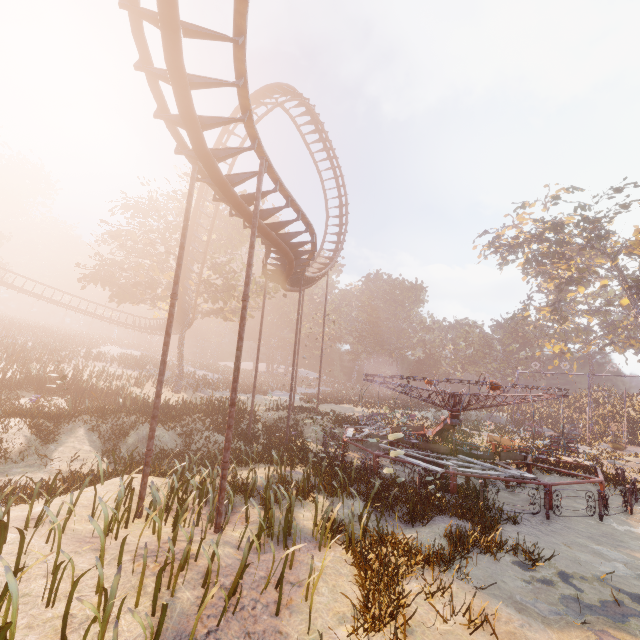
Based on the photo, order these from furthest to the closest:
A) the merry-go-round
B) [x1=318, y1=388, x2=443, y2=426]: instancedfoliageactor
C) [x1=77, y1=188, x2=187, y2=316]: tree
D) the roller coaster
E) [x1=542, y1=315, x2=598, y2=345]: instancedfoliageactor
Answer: [x1=542, y1=315, x2=598, y2=345]: instancedfoliageactor, [x1=318, y1=388, x2=443, y2=426]: instancedfoliageactor, [x1=77, y1=188, x2=187, y2=316]: tree, the merry-go-round, the roller coaster

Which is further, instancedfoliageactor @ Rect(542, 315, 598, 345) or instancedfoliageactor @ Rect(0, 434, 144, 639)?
instancedfoliageactor @ Rect(542, 315, 598, 345)

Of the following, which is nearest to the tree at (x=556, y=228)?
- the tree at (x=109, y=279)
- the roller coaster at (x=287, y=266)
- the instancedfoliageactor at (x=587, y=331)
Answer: the instancedfoliageactor at (x=587, y=331)

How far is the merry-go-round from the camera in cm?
1148

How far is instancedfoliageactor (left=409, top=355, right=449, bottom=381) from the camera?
57.72m

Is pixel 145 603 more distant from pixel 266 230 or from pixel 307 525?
pixel 266 230

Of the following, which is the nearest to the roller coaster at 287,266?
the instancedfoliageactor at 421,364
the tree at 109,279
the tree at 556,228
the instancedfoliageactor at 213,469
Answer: the tree at 109,279

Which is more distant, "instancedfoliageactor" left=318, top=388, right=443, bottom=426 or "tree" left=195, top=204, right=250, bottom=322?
"instancedfoliageactor" left=318, top=388, right=443, bottom=426
